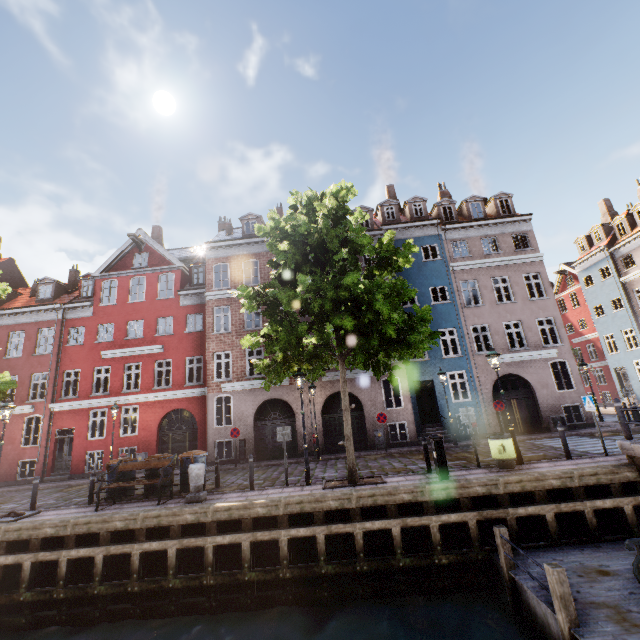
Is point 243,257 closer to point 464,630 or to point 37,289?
point 37,289

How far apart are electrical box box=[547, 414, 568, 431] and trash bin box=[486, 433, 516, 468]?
9.6 meters

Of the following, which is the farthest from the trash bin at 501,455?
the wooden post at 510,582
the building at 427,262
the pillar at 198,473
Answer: the pillar at 198,473

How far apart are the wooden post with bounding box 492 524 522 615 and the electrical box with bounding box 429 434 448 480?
1.6 meters

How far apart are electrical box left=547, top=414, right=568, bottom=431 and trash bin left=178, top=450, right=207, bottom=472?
17.90m

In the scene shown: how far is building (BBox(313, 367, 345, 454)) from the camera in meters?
18.3

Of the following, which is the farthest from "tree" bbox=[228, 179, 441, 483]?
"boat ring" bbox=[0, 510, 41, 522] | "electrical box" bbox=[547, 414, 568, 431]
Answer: "electrical box" bbox=[547, 414, 568, 431]

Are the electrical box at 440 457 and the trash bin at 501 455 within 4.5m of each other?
yes
